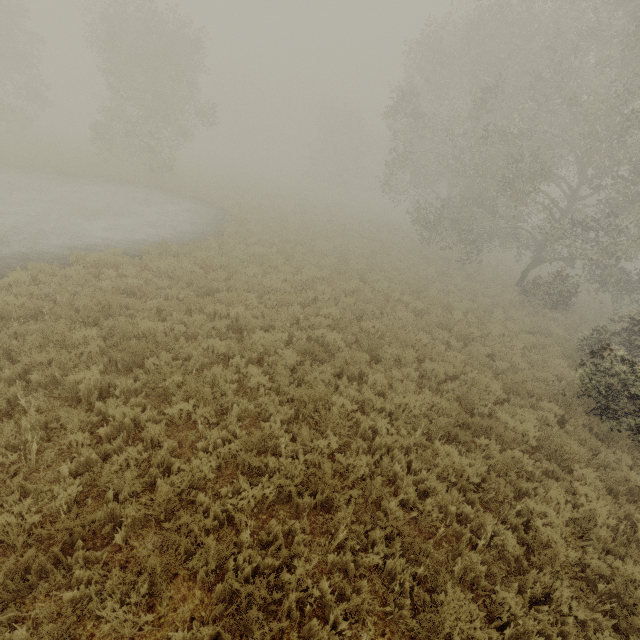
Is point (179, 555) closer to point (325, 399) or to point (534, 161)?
point (325, 399)
